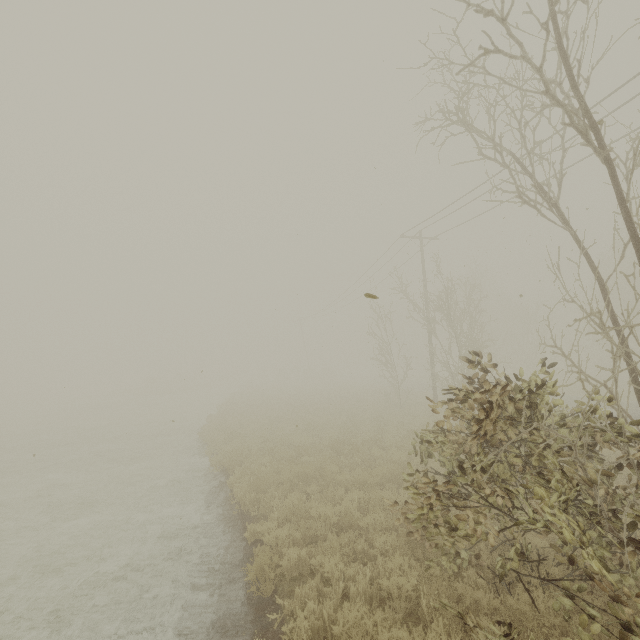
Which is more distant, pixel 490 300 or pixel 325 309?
pixel 490 300
